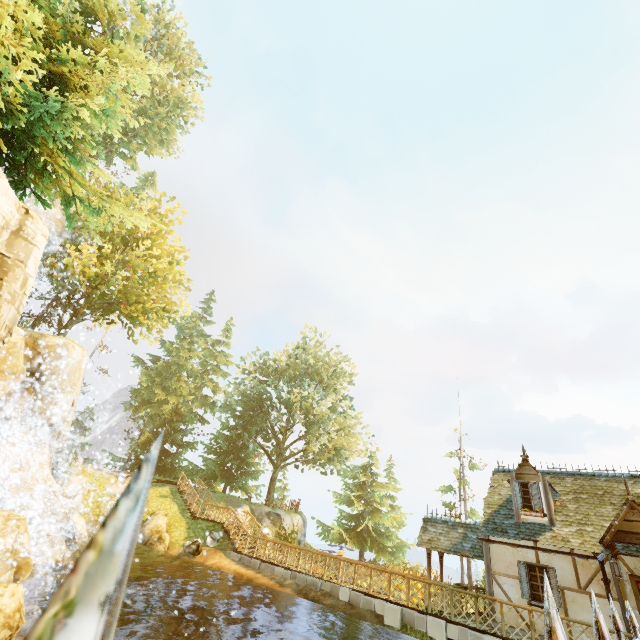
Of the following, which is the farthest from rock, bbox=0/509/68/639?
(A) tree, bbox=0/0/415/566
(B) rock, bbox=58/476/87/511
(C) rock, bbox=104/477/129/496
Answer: (A) tree, bbox=0/0/415/566

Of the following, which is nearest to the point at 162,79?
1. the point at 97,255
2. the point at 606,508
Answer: the point at 97,255

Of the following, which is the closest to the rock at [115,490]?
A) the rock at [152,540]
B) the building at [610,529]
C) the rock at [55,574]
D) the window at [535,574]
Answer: the rock at [152,540]

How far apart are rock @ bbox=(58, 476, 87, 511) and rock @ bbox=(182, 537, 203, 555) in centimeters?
797cm

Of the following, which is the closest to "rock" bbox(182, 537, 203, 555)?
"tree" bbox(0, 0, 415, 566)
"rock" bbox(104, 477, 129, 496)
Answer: "rock" bbox(104, 477, 129, 496)

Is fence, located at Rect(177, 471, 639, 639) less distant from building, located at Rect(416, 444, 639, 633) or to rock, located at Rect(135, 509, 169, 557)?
building, located at Rect(416, 444, 639, 633)

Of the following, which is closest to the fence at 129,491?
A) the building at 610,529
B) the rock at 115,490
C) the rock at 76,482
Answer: the building at 610,529

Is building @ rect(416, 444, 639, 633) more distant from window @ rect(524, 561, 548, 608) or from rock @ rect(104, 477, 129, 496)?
rock @ rect(104, 477, 129, 496)
